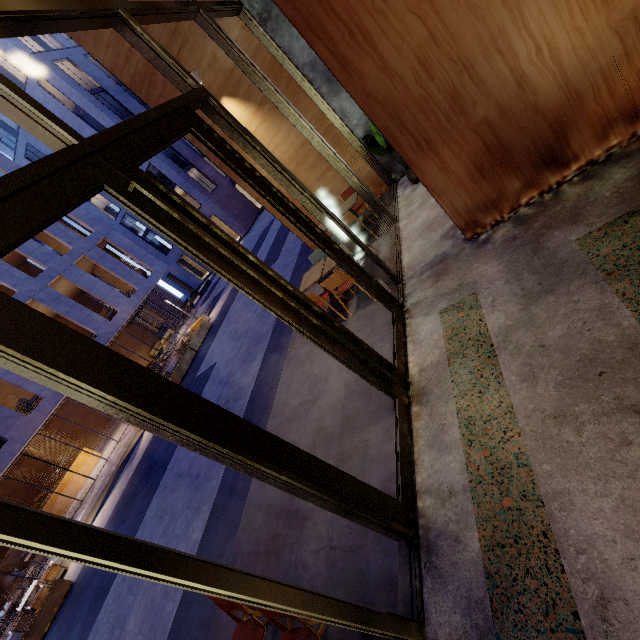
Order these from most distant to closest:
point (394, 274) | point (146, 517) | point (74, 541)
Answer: point (146, 517)
point (394, 274)
point (74, 541)

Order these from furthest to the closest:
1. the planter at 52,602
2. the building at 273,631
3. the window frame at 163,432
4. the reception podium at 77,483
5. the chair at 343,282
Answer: the reception podium at 77,483
the planter at 52,602
the chair at 343,282
the building at 273,631
the window frame at 163,432

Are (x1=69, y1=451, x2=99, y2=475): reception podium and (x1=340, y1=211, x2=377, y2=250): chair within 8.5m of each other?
no

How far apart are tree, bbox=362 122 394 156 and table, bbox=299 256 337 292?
2.72m

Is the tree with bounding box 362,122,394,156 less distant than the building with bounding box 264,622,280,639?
No

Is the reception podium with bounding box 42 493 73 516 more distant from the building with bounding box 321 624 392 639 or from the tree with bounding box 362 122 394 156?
the tree with bounding box 362 122 394 156

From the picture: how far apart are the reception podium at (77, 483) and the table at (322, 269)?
20.4m

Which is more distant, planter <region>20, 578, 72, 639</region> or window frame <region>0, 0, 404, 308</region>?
planter <region>20, 578, 72, 639</region>
